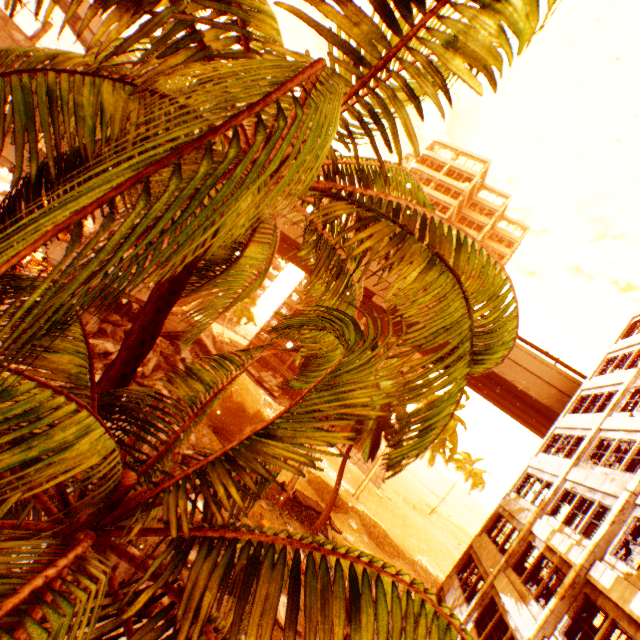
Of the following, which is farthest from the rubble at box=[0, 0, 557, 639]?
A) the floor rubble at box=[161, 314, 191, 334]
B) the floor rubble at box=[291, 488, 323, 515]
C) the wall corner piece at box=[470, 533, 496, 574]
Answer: the wall corner piece at box=[470, 533, 496, 574]

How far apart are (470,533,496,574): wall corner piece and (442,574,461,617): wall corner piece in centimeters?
221cm

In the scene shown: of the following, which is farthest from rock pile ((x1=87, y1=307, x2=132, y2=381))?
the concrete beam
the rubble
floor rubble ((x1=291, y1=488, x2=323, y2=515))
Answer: the concrete beam

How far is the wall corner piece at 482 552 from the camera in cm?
1600

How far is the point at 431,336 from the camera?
3.3 meters

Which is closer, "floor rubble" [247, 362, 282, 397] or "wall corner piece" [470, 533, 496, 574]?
"wall corner piece" [470, 533, 496, 574]

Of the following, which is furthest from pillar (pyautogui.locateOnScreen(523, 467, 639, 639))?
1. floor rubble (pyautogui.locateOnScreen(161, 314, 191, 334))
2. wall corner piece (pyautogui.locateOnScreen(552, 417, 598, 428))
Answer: floor rubble (pyautogui.locateOnScreen(161, 314, 191, 334))

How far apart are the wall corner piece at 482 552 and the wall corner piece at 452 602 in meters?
2.2
